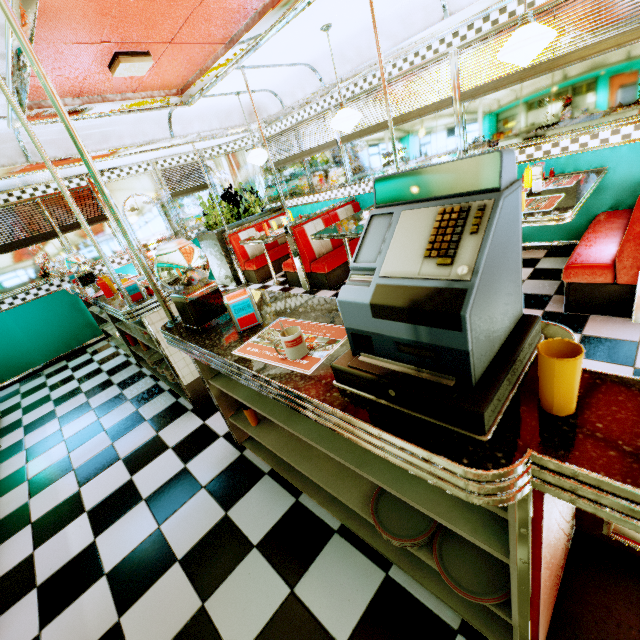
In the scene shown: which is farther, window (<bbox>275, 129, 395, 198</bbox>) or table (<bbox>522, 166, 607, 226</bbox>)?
window (<bbox>275, 129, 395, 198</bbox>)

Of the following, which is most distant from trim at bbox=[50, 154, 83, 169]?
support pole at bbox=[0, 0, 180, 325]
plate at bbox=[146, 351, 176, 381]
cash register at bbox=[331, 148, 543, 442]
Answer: plate at bbox=[146, 351, 176, 381]

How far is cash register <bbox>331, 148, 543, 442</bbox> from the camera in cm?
69

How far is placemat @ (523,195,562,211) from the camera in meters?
2.8 m

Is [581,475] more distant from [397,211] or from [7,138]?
[7,138]

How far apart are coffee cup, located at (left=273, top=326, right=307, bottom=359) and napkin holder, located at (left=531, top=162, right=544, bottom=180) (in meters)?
3.91

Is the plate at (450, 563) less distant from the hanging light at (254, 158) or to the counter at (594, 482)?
the counter at (594, 482)

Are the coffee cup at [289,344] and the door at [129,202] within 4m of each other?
no
